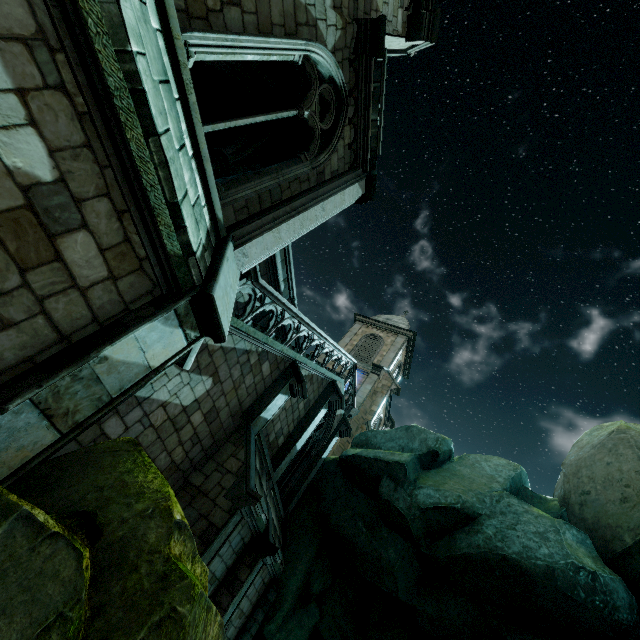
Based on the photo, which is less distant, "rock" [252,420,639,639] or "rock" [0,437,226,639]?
"rock" [0,437,226,639]

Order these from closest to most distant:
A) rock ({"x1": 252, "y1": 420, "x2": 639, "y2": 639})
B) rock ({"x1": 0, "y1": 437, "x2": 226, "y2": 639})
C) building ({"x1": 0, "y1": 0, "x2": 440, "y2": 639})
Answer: rock ({"x1": 0, "y1": 437, "x2": 226, "y2": 639})
building ({"x1": 0, "y1": 0, "x2": 440, "y2": 639})
rock ({"x1": 252, "y1": 420, "x2": 639, "y2": 639})

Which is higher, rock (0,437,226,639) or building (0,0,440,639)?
building (0,0,440,639)

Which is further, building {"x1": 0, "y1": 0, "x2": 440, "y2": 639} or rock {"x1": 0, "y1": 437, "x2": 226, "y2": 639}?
building {"x1": 0, "y1": 0, "x2": 440, "y2": 639}

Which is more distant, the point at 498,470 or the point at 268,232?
the point at 498,470

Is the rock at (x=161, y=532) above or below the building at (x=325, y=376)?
below

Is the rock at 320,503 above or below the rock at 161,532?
above
